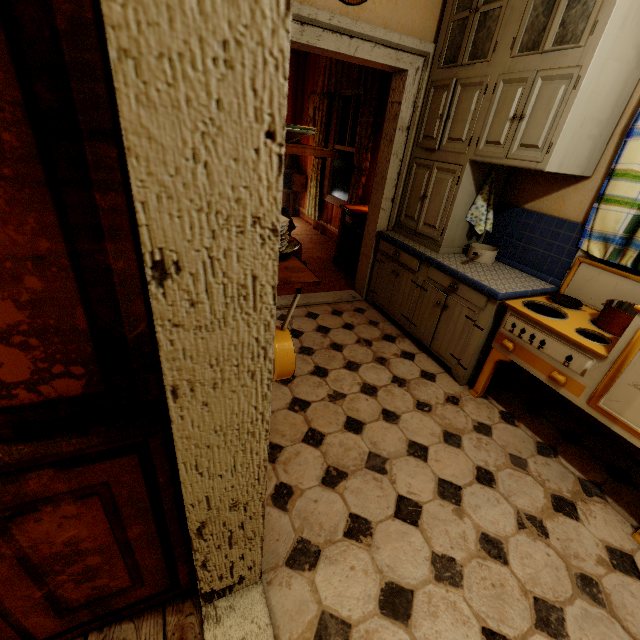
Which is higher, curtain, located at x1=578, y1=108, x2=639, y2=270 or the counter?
curtain, located at x1=578, y1=108, x2=639, y2=270

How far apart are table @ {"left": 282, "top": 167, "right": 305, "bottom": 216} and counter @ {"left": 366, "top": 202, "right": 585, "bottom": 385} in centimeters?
366cm

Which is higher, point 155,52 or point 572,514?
point 155,52

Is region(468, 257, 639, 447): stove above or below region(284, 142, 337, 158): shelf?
below

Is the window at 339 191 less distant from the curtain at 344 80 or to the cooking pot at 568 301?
the curtain at 344 80

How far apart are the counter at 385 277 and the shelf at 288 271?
1.5 meters

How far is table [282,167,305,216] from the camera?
6.4m

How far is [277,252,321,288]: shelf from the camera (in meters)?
1.05
